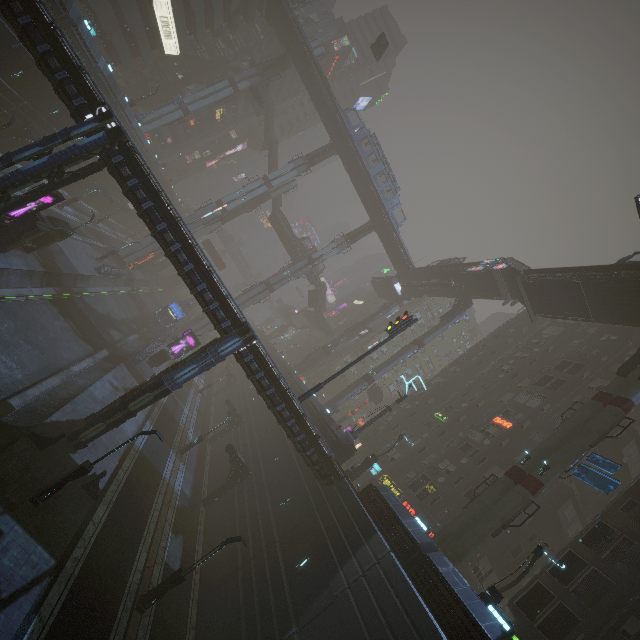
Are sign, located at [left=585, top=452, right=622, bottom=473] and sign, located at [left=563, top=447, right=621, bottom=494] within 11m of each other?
yes

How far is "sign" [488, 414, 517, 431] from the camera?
32.0 meters

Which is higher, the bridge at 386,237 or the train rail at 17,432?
the bridge at 386,237

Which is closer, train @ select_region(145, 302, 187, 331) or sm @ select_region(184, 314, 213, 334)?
train @ select_region(145, 302, 187, 331)

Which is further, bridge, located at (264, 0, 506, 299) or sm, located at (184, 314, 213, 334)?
sm, located at (184, 314, 213, 334)

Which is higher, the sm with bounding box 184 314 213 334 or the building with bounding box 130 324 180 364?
the sm with bounding box 184 314 213 334

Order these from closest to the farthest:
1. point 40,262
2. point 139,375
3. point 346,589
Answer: point 346,589 < point 40,262 < point 139,375

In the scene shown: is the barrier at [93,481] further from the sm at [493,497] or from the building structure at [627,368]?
the building structure at [627,368]
